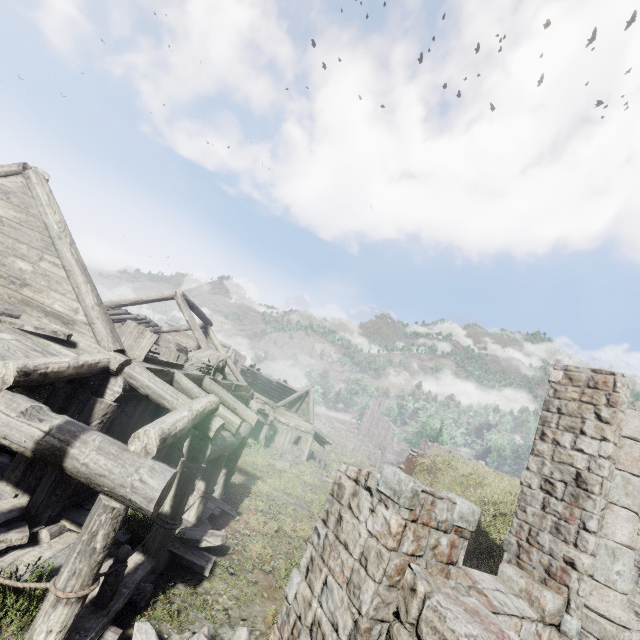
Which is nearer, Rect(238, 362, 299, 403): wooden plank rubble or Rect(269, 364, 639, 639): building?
Rect(269, 364, 639, 639): building

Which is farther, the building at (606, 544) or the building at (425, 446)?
the building at (425, 446)

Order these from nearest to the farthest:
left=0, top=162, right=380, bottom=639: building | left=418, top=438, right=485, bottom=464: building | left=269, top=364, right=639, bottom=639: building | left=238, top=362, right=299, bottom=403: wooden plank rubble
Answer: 1. left=269, top=364, right=639, bottom=639: building
2. left=0, top=162, right=380, bottom=639: building
3. left=418, top=438, right=485, bottom=464: building
4. left=238, top=362, right=299, bottom=403: wooden plank rubble

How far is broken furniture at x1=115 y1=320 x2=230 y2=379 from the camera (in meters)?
7.83

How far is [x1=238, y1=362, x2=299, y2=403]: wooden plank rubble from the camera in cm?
3322

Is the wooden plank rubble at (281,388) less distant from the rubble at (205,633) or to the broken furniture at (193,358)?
the broken furniture at (193,358)

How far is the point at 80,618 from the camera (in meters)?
4.35

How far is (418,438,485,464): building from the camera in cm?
2912
